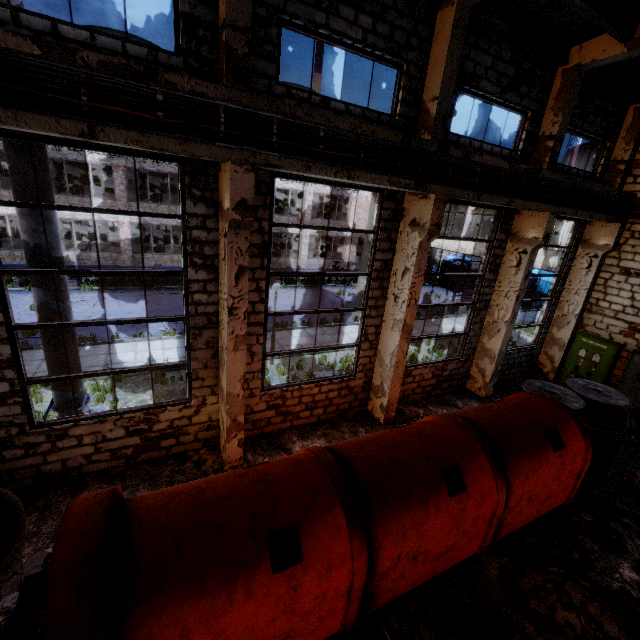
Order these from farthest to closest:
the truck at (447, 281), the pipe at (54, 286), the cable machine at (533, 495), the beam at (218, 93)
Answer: the truck at (447, 281)
the pipe at (54, 286)
the beam at (218, 93)
the cable machine at (533, 495)

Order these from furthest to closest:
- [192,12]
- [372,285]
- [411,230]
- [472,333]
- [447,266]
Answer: [447,266] → [472,333] → [372,285] → [411,230] → [192,12]

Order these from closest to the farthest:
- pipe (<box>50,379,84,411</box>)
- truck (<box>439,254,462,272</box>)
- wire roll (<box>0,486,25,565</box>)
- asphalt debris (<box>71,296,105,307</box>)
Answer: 1. wire roll (<box>0,486,25,565</box>)
2. pipe (<box>50,379,84,411</box>)
3. asphalt debris (<box>71,296,105,307</box>)
4. truck (<box>439,254,462,272</box>)

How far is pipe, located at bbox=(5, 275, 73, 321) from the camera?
6.2m

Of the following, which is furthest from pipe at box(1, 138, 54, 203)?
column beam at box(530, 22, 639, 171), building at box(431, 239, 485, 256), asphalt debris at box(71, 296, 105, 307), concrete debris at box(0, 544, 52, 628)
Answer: building at box(431, 239, 485, 256)

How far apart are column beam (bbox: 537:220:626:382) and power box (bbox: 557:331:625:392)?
0.2 meters

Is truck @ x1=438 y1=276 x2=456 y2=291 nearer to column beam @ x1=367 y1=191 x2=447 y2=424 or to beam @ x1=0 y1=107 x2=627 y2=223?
beam @ x1=0 y1=107 x2=627 y2=223

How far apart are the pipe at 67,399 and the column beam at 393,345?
7.32m
